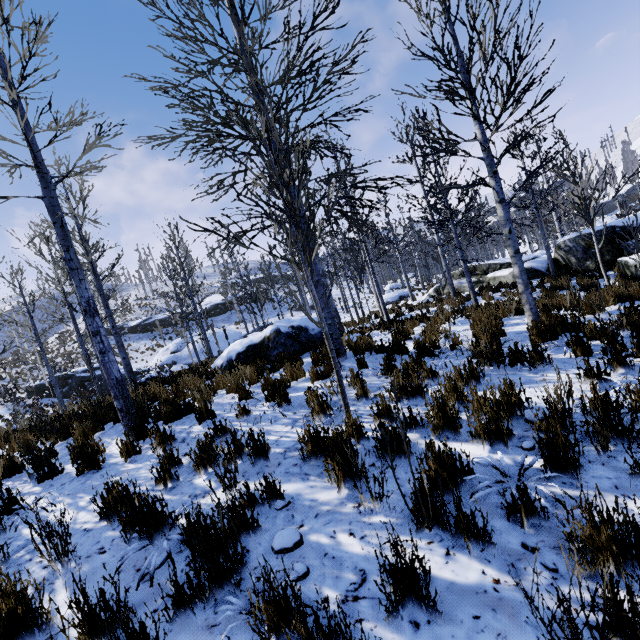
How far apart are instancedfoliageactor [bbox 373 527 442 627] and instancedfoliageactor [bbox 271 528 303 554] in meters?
0.8

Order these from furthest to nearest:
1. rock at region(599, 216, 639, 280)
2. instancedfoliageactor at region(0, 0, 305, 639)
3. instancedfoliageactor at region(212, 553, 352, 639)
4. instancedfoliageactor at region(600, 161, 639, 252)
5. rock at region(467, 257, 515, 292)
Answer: rock at region(467, 257, 515, 292) → rock at region(599, 216, 639, 280) → instancedfoliageactor at region(600, 161, 639, 252) → instancedfoliageactor at region(0, 0, 305, 639) → instancedfoliageactor at region(212, 553, 352, 639)

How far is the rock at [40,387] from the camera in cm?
2420

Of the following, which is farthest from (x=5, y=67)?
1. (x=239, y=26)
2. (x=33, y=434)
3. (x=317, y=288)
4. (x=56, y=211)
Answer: (x=33, y=434)

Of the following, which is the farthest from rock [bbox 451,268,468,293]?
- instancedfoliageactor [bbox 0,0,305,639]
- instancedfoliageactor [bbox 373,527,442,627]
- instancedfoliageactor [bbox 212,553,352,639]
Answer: instancedfoliageactor [bbox 212,553,352,639]

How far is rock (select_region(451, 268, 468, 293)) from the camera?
18.08m

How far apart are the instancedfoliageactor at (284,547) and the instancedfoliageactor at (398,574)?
0.8m
